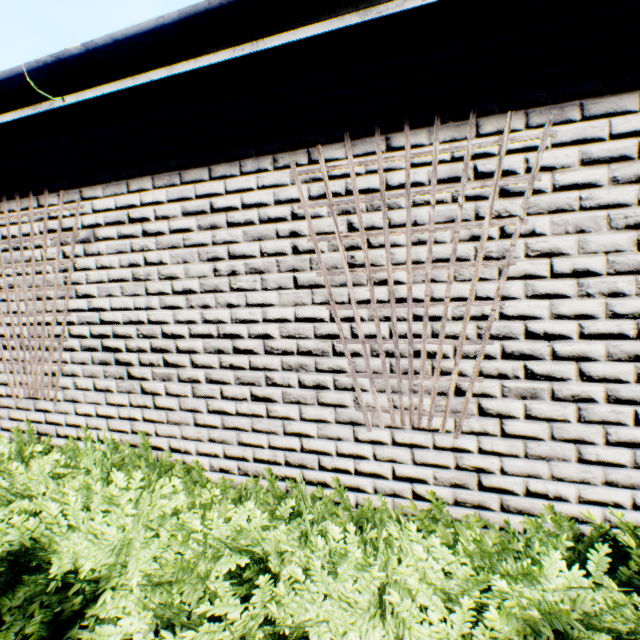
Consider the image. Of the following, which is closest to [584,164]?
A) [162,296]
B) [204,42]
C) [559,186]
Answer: [559,186]
